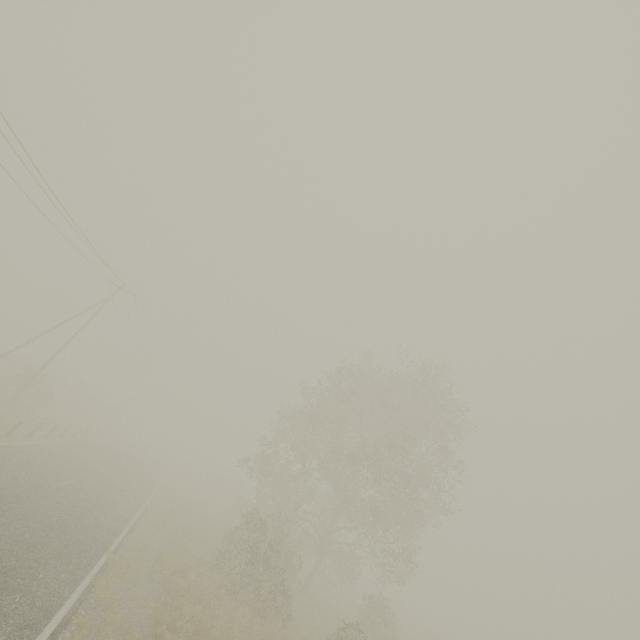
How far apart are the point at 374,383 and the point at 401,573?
12.9m

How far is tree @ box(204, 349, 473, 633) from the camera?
16.2 meters

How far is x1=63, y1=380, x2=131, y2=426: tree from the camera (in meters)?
41.94

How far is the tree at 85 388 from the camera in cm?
4194

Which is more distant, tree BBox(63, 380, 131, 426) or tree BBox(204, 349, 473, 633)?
tree BBox(63, 380, 131, 426)

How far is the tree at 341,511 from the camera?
16.19m
